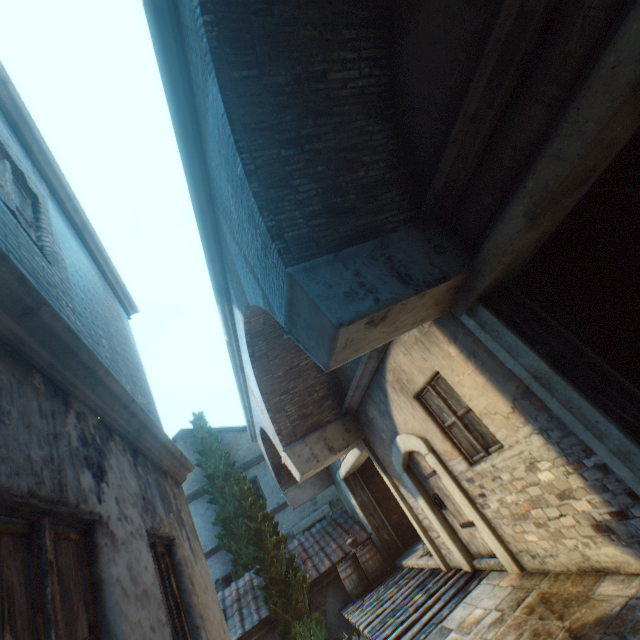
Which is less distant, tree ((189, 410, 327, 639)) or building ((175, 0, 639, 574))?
building ((175, 0, 639, 574))

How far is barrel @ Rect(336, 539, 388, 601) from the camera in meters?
9.5 m

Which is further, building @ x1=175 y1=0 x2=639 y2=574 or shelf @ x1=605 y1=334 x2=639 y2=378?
shelf @ x1=605 y1=334 x2=639 y2=378

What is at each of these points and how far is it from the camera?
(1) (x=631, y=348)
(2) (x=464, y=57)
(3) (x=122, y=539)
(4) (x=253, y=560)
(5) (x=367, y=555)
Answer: (1) shelf, 3.4m
(2) building, 2.9m
(3) building, 2.4m
(4) tree, 9.6m
(5) barrel, 9.9m

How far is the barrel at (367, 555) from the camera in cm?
947

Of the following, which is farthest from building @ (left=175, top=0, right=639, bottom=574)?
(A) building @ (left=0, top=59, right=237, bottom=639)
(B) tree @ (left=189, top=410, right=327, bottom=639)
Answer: (A) building @ (left=0, top=59, right=237, bottom=639)

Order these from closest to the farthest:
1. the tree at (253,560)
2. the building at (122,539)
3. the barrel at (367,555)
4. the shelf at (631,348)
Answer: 1. the building at (122,539)
2. the shelf at (631,348)
3. the tree at (253,560)
4. the barrel at (367,555)

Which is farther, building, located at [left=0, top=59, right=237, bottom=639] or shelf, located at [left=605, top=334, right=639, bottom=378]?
shelf, located at [left=605, top=334, right=639, bottom=378]
